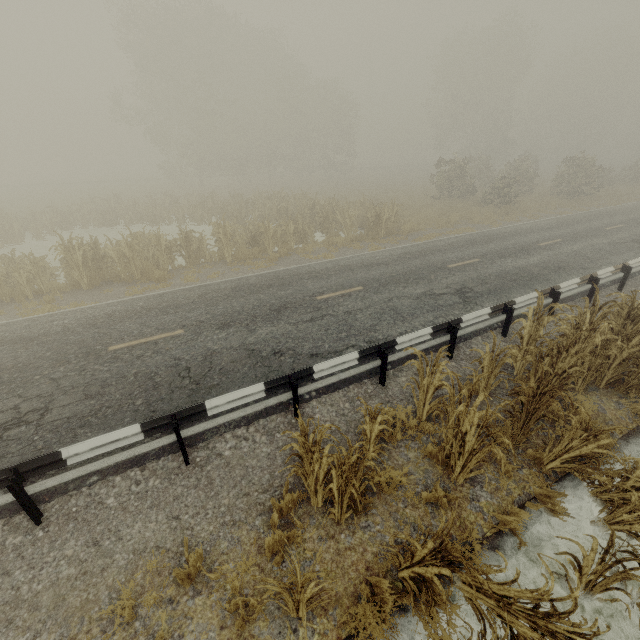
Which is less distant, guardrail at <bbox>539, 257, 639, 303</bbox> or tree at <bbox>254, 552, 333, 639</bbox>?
tree at <bbox>254, 552, 333, 639</bbox>

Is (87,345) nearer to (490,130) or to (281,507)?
(281,507)

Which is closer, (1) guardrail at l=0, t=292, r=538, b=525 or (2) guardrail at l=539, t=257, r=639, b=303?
(1) guardrail at l=0, t=292, r=538, b=525

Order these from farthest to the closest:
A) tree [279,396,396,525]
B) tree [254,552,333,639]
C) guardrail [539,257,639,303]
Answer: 1. guardrail [539,257,639,303]
2. tree [279,396,396,525]
3. tree [254,552,333,639]

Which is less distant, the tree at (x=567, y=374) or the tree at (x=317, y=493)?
the tree at (x=567, y=374)

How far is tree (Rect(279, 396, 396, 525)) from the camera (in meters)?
3.94

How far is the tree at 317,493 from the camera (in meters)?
3.94

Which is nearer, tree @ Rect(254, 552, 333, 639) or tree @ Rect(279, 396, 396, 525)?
tree @ Rect(254, 552, 333, 639)
